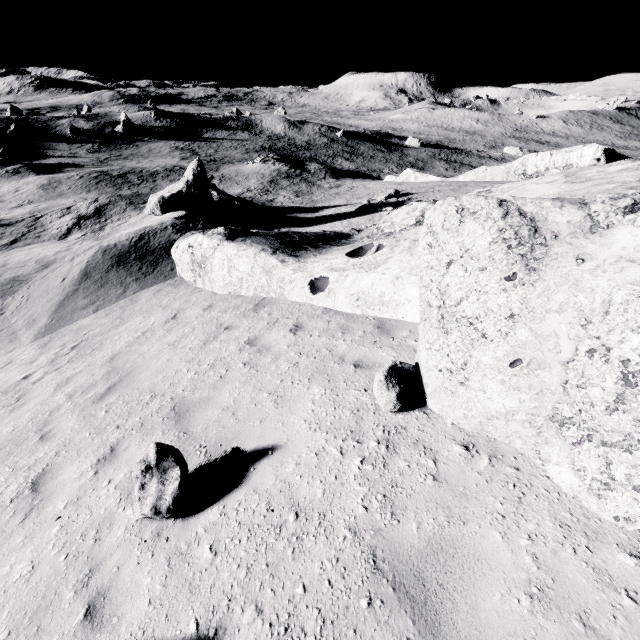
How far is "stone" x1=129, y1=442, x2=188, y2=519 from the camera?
3.54m

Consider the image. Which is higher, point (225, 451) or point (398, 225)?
point (398, 225)

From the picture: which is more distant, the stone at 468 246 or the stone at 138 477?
the stone at 138 477

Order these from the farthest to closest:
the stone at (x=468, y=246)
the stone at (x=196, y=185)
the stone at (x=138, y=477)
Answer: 1. the stone at (x=196, y=185)
2. the stone at (x=138, y=477)
3. the stone at (x=468, y=246)

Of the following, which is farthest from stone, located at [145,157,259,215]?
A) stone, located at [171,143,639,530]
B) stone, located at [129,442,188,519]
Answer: stone, located at [129,442,188,519]

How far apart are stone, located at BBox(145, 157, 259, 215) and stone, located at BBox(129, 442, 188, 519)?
18.0m

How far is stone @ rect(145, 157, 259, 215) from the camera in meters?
18.4
